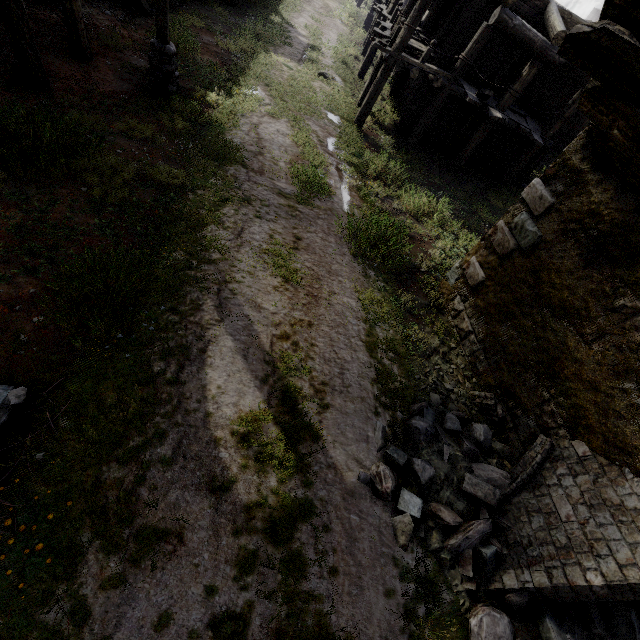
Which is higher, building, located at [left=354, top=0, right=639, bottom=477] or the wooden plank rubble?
the wooden plank rubble

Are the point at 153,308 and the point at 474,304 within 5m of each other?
no

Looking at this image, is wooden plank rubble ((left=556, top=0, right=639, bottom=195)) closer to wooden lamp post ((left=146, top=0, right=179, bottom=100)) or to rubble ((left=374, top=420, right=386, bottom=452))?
rubble ((left=374, top=420, right=386, bottom=452))

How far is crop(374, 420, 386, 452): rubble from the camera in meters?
4.5 m

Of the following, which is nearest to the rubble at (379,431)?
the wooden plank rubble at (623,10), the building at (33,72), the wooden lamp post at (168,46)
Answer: the building at (33,72)

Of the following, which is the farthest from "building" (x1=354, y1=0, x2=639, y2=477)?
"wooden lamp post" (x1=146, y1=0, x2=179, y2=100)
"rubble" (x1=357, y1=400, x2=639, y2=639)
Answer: "wooden lamp post" (x1=146, y1=0, x2=179, y2=100)

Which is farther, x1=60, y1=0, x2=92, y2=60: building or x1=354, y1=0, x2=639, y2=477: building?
x1=60, y1=0, x2=92, y2=60: building

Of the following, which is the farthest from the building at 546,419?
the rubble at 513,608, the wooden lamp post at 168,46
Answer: the wooden lamp post at 168,46
